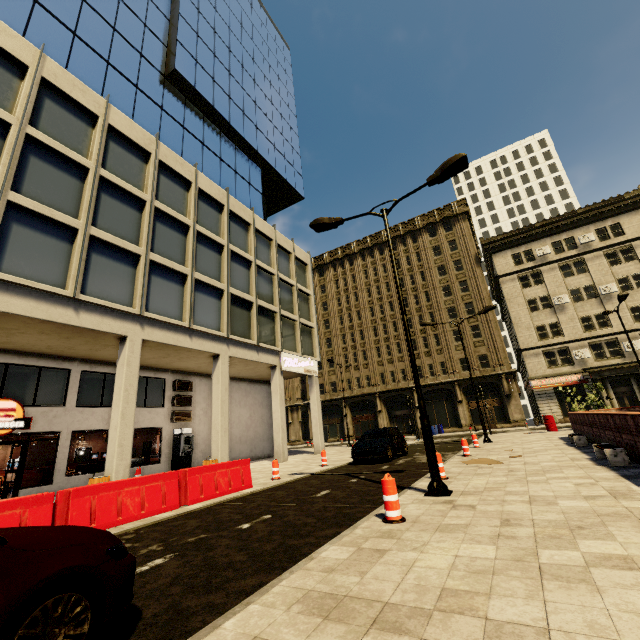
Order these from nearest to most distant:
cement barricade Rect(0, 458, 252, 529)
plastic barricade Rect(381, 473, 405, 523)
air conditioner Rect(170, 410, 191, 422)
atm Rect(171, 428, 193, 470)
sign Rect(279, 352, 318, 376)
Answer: plastic barricade Rect(381, 473, 405, 523), cement barricade Rect(0, 458, 252, 529), atm Rect(171, 428, 193, 470), air conditioner Rect(170, 410, 191, 422), sign Rect(279, 352, 318, 376)

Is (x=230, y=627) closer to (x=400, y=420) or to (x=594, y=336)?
(x=594, y=336)

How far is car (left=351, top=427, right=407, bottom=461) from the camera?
14.26m

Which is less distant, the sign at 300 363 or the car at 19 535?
the car at 19 535

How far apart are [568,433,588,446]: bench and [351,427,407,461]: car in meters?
7.1 m

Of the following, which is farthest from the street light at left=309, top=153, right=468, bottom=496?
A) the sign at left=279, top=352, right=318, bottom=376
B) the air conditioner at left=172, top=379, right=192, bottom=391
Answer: the air conditioner at left=172, top=379, right=192, bottom=391

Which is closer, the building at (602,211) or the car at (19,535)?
the car at (19,535)

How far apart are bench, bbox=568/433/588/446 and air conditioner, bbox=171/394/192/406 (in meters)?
19.57
